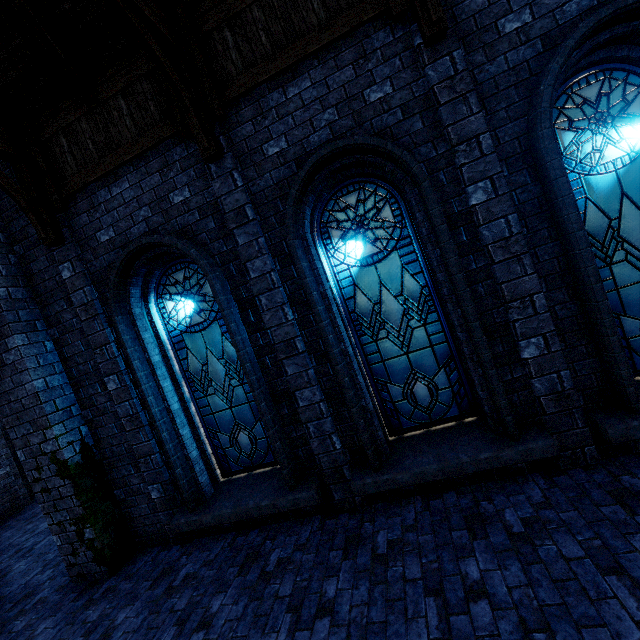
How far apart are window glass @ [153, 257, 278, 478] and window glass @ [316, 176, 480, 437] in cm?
151

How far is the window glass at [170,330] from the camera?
5.2 meters

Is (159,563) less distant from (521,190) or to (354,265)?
(354,265)

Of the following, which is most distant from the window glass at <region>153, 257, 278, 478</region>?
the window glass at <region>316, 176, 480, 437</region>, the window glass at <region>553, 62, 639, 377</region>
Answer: the window glass at <region>553, 62, 639, 377</region>

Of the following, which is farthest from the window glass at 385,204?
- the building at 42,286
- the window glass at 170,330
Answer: the window glass at 170,330

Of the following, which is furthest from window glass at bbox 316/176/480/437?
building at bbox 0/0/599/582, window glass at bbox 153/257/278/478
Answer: window glass at bbox 153/257/278/478

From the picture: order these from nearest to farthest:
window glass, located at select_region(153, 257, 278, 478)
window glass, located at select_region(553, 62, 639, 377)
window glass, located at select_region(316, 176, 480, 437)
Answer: window glass, located at select_region(553, 62, 639, 377)
window glass, located at select_region(316, 176, 480, 437)
window glass, located at select_region(153, 257, 278, 478)
